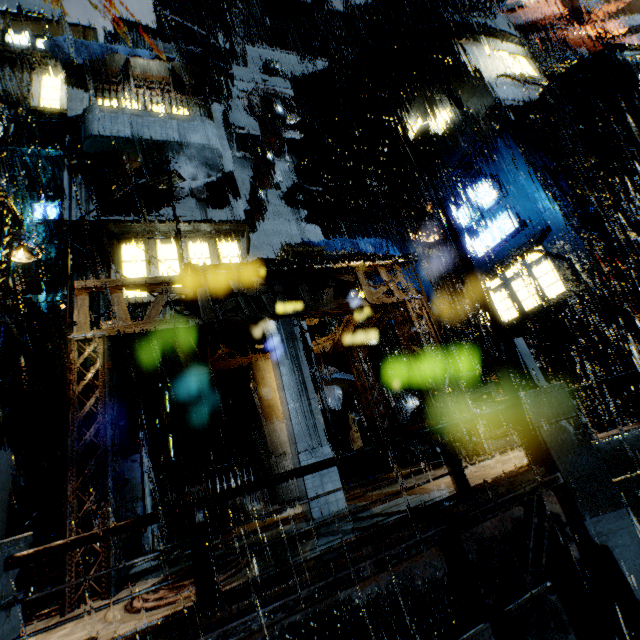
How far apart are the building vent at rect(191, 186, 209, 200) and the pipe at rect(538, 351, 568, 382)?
19.4m

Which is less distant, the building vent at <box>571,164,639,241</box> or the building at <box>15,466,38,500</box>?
the building at <box>15,466,38,500</box>

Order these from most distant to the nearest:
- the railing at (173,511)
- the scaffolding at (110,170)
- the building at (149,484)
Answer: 1. the building at (149,484)
2. the scaffolding at (110,170)
3. the railing at (173,511)

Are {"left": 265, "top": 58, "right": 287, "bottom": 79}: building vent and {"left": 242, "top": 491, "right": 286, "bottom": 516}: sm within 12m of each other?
no

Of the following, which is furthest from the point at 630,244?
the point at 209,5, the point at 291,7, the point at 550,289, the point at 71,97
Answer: the point at 291,7

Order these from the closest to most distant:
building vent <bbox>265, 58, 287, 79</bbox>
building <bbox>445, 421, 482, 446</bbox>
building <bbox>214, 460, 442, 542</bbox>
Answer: building <bbox>214, 460, 442, 542</bbox> → building <bbox>445, 421, 482, 446</bbox> → building vent <bbox>265, 58, 287, 79</bbox>

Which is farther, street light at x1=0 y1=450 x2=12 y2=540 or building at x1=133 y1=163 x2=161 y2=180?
building at x1=133 y1=163 x2=161 y2=180

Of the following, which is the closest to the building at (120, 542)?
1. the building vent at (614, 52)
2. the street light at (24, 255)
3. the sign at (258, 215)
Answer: the building vent at (614, 52)
